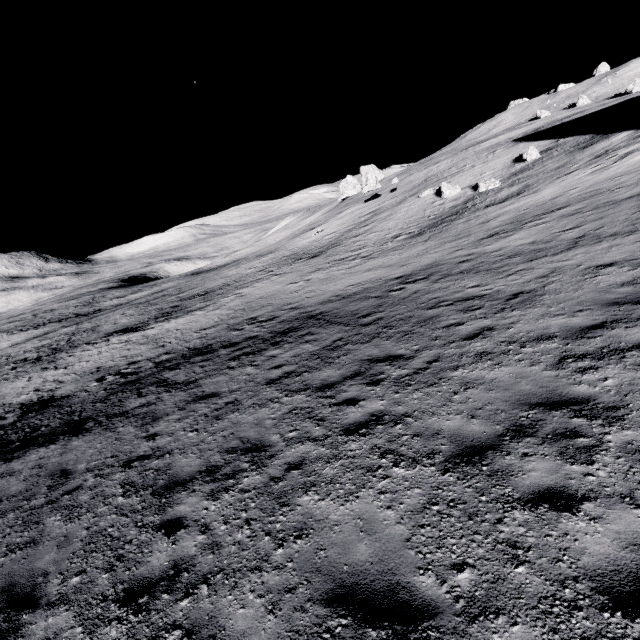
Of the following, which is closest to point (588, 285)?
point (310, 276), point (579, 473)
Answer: point (579, 473)

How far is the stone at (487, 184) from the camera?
25.8 meters

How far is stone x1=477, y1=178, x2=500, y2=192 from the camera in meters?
25.8
